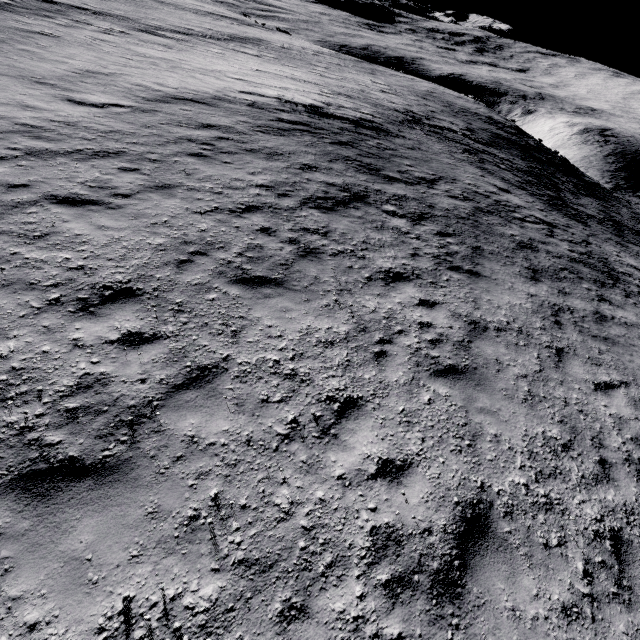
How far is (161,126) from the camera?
10.67m
